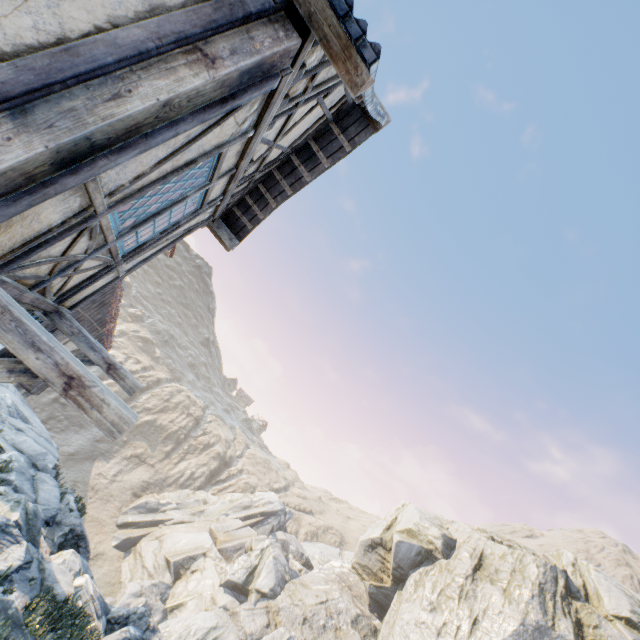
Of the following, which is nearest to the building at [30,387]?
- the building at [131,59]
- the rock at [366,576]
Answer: the rock at [366,576]

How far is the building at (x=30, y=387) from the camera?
13.83m

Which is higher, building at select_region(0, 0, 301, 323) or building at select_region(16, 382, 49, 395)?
building at select_region(0, 0, 301, 323)

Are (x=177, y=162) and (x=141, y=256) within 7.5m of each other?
yes

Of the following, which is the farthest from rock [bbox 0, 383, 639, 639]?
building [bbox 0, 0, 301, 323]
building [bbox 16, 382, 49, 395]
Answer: building [bbox 0, 0, 301, 323]

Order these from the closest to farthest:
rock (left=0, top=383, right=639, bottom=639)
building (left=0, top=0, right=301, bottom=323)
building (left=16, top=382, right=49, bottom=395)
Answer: building (left=0, top=0, right=301, bottom=323), rock (left=0, top=383, right=639, bottom=639), building (left=16, top=382, right=49, bottom=395)

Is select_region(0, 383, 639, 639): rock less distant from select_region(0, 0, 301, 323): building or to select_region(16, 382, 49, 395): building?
select_region(16, 382, 49, 395): building

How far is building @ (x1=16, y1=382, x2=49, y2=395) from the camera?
13.8m
